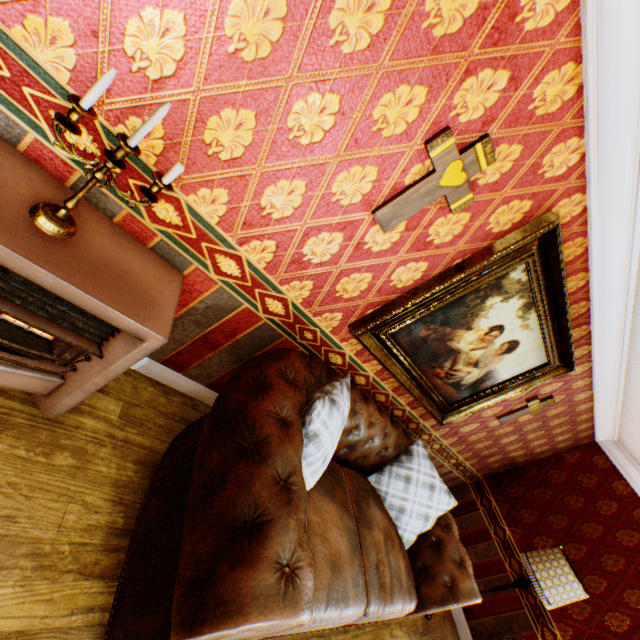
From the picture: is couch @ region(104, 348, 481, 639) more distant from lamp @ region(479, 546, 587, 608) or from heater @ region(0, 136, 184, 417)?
lamp @ region(479, 546, 587, 608)

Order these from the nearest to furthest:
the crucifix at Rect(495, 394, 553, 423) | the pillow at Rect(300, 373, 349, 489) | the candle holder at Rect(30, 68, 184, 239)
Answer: A: the candle holder at Rect(30, 68, 184, 239), the pillow at Rect(300, 373, 349, 489), the crucifix at Rect(495, 394, 553, 423)

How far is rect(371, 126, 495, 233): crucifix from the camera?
1.50m

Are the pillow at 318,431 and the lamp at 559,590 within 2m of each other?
no

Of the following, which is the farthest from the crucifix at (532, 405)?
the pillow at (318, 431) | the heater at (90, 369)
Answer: the heater at (90, 369)

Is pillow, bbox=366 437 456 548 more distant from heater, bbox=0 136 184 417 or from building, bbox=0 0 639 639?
heater, bbox=0 136 184 417

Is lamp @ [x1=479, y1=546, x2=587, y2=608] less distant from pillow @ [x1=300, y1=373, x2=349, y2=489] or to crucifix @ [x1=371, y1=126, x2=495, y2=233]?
pillow @ [x1=300, y1=373, x2=349, y2=489]

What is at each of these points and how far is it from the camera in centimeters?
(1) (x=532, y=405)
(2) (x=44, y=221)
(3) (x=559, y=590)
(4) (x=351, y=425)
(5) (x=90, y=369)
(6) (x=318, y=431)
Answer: (1) crucifix, 361cm
(2) candle holder, 119cm
(3) lamp, 342cm
(4) couch, 261cm
(5) heater, 156cm
(6) pillow, 178cm
